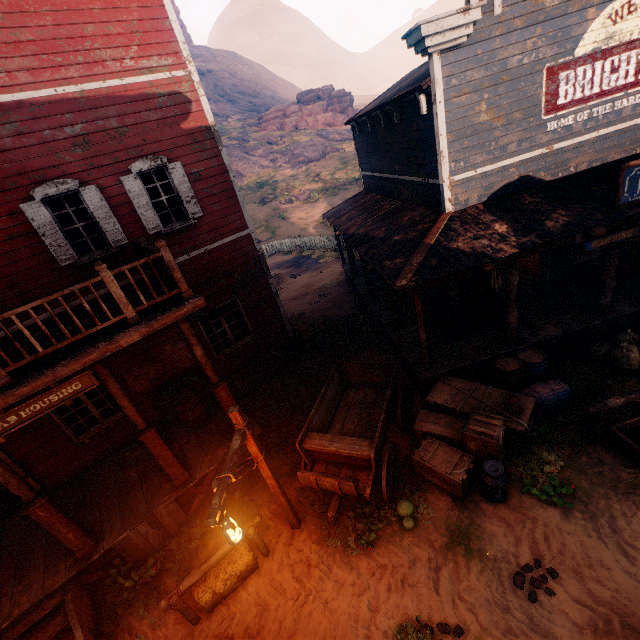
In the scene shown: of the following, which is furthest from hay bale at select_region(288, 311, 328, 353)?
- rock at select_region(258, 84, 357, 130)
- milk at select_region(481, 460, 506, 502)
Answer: rock at select_region(258, 84, 357, 130)

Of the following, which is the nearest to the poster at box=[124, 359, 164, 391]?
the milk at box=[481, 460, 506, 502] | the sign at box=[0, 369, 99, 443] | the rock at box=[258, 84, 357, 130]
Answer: the sign at box=[0, 369, 99, 443]

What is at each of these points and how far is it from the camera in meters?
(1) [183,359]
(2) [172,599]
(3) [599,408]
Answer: (1) poster, 9.4
(2) horse pole, 5.3
(3) horse pole, 6.2

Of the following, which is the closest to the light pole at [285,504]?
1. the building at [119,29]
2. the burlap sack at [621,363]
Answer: the building at [119,29]

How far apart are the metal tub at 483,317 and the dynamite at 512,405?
2.5 meters

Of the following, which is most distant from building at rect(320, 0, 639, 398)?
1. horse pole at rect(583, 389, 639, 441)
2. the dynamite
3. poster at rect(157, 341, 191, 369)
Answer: horse pole at rect(583, 389, 639, 441)

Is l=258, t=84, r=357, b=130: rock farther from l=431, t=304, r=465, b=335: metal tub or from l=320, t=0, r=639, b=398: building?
l=431, t=304, r=465, b=335: metal tub

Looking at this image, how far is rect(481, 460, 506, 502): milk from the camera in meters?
5.8
